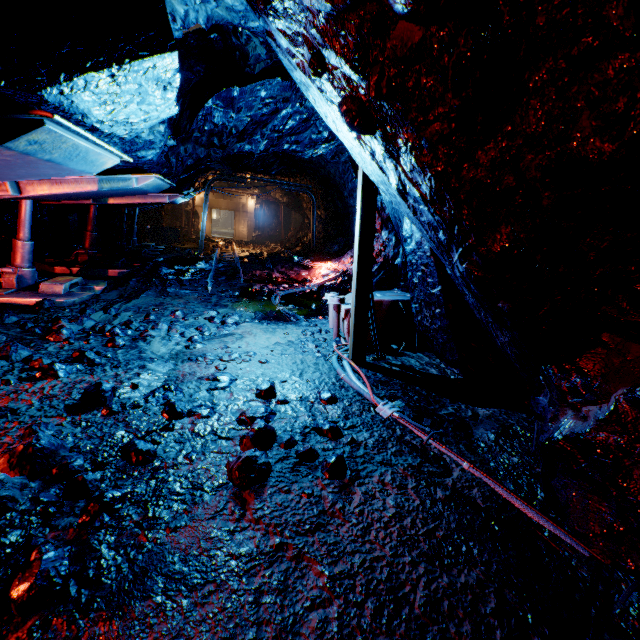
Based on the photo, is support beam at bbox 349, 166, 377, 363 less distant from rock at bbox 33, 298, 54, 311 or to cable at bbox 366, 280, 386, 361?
cable at bbox 366, 280, 386, 361

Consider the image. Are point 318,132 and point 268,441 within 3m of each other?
no

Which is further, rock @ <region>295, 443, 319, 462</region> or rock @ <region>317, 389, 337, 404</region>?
rock @ <region>317, 389, 337, 404</region>

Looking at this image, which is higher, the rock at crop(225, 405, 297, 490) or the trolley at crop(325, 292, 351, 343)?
the trolley at crop(325, 292, 351, 343)

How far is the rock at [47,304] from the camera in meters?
4.9 m

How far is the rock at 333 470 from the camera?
2.27m

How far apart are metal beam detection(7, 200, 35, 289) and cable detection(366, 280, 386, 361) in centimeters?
546cm
